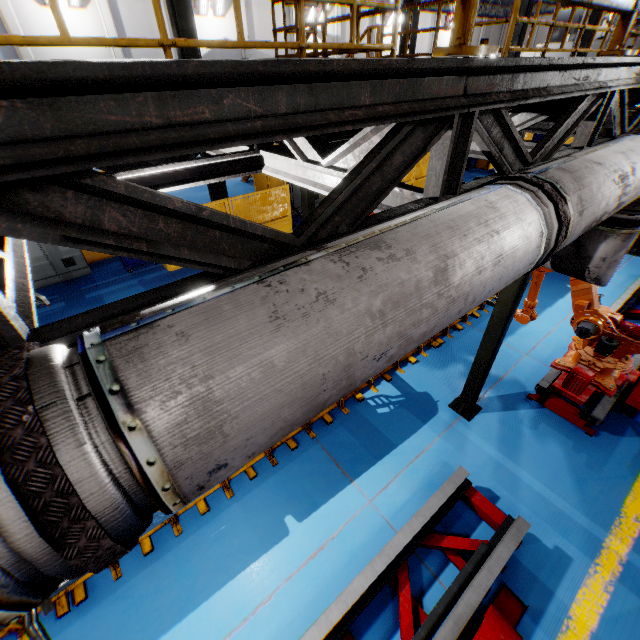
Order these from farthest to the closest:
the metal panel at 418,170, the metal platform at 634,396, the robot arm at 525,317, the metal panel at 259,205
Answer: the metal panel at 418,170 → the metal panel at 259,205 → the robot arm at 525,317 → the metal platform at 634,396

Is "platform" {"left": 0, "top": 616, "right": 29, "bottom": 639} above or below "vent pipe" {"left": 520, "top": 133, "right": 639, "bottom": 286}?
below

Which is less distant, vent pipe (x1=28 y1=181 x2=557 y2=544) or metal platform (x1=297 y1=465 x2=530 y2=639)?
vent pipe (x1=28 y1=181 x2=557 y2=544)

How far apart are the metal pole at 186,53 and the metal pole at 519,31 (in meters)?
14.07

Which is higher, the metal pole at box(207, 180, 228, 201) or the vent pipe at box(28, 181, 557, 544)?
the vent pipe at box(28, 181, 557, 544)

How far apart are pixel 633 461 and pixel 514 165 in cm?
455

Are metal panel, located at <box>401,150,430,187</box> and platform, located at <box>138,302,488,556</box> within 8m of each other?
yes

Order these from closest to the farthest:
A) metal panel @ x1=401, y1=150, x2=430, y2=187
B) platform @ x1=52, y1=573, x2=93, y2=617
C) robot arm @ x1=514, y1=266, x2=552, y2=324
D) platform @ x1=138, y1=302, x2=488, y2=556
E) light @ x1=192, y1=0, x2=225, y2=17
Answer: platform @ x1=52, y1=573, x2=93, y2=617, platform @ x1=138, y1=302, x2=488, y2=556, robot arm @ x1=514, y1=266, x2=552, y2=324, metal panel @ x1=401, y1=150, x2=430, y2=187, light @ x1=192, y1=0, x2=225, y2=17
